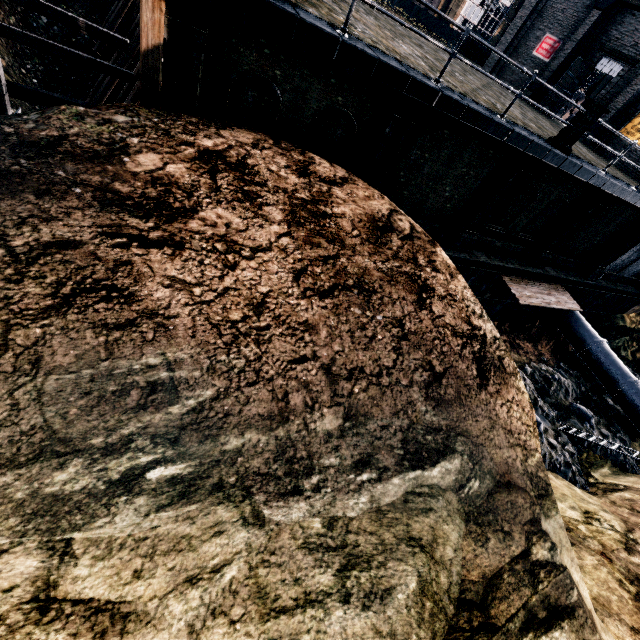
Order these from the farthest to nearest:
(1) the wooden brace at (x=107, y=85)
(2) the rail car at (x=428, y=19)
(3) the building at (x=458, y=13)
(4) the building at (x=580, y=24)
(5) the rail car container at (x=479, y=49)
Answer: (3) the building at (x=458, y=13)
(2) the rail car at (x=428, y=19)
(5) the rail car container at (x=479, y=49)
(4) the building at (x=580, y=24)
(1) the wooden brace at (x=107, y=85)

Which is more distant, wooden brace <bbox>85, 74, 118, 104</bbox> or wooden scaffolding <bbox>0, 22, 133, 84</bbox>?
wooden brace <bbox>85, 74, 118, 104</bbox>

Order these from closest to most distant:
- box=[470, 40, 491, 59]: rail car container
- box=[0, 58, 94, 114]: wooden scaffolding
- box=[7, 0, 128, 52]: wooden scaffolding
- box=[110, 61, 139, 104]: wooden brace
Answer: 1. box=[7, 0, 128, 52]: wooden scaffolding
2. box=[0, 58, 94, 114]: wooden scaffolding
3. box=[110, 61, 139, 104]: wooden brace
4. box=[470, 40, 491, 59]: rail car container

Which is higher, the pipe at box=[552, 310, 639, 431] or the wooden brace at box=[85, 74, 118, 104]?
the wooden brace at box=[85, 74, 118, 104]

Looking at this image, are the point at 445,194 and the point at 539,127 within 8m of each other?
yes

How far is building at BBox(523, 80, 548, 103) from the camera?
23.00m

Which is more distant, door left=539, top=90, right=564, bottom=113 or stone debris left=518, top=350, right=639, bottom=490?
door left=539, top=90, right=564, bottom=113

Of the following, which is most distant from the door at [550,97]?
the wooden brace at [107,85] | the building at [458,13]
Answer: the wooden brace at [107,85]
